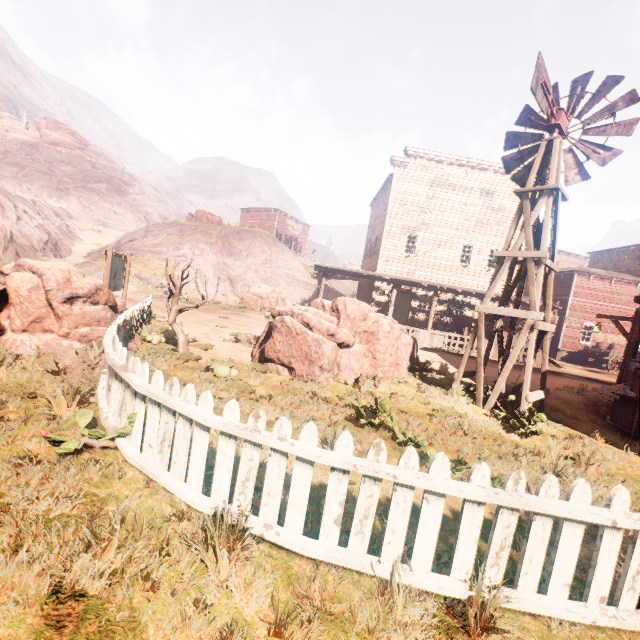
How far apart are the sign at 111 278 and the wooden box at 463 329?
18.81m

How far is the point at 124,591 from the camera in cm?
194

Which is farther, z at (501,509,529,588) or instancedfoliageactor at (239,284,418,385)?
instancedfoliageactor at (239,284,418,385)

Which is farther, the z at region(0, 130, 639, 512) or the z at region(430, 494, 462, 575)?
the z at region(0, 130, 639, 512)

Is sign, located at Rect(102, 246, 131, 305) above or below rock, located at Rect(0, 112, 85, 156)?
below

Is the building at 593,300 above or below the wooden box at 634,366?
above

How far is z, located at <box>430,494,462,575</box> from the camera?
2.71m

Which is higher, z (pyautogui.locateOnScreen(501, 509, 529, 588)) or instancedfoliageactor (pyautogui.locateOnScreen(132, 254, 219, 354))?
instancedfoliageactor (pyautogui.locateOnScreen(132, 254, 219, 354))
